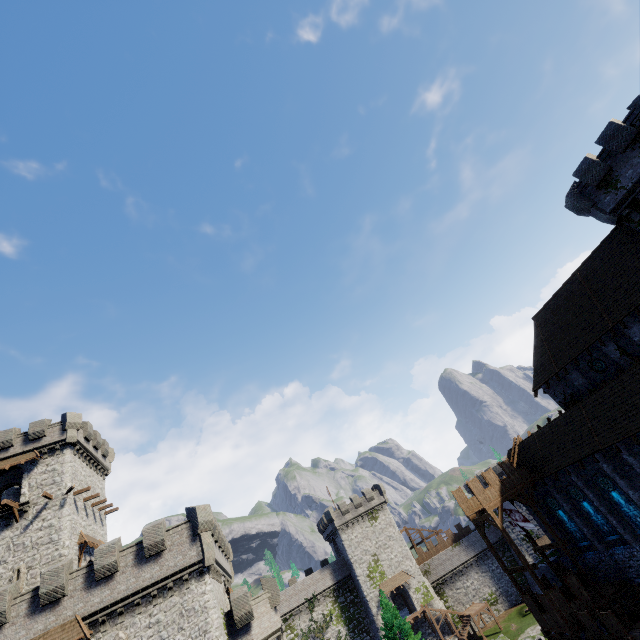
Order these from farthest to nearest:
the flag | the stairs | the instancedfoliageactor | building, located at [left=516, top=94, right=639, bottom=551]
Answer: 1. the stairs
2. the instancedfoliageactor
3. the flag
4. building, located at [left=516, top=94, right=639, bottom=551]

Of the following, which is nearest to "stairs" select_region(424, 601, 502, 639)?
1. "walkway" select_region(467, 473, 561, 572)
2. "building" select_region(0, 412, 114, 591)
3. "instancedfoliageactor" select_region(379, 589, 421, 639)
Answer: "instancedfoliageactor" select_region(379, 589, 421, 639)

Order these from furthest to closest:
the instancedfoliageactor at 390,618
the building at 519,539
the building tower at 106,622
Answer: the building at 519,539
the instancedfoliageactor at 390,618
the building tower at 106,622

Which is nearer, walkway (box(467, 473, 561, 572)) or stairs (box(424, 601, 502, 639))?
walkway (box(467, 473, 561, 572))

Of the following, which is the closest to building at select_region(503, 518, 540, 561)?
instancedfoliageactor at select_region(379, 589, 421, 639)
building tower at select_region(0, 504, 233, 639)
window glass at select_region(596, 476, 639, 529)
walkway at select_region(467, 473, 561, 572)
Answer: instancedfoliageactor at select_region(379, 589, 421, 639)

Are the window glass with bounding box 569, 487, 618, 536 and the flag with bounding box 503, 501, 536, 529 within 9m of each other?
yes

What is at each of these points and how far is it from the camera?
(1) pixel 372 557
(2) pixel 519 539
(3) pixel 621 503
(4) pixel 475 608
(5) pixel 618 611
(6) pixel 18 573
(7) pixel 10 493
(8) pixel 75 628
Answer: (1) building, 51.2m
(2) building, 51.8m
(3) window glass, 23.5m
(4) stairs, 46.6m
(5) walkway, 21.3m
(6) window slit, 25.3m
(7) building, 34.5m
(8) awning, 19.6m

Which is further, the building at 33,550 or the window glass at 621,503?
the building at 33,550
